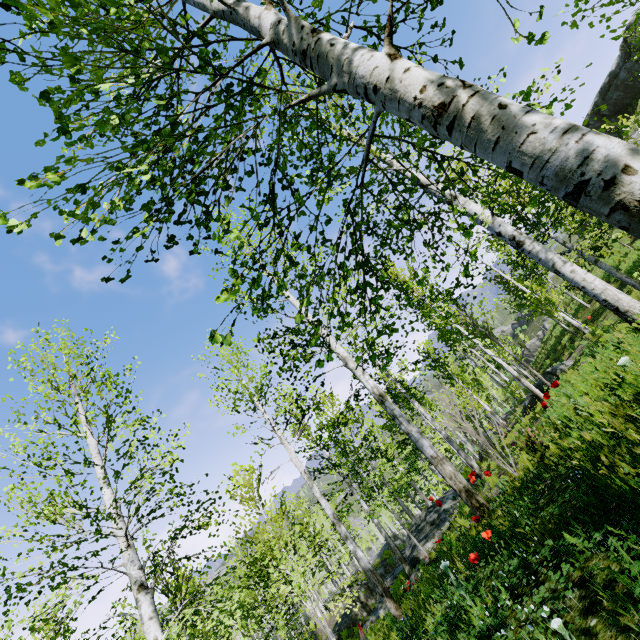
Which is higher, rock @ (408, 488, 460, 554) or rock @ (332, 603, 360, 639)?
rock @ (408, 488, 460, 554)

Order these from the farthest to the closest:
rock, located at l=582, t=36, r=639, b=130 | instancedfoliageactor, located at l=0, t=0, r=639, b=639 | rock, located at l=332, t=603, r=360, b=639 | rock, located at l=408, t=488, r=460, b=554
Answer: rock, located at l=582, t=36, r=639, b=130
rock, located at l=332, t=603, r=360, b=639
rock, located at l=408, t=488, r=460, b=554
instancedfoliageactor, located at l=0, t=0, r=639, b=639

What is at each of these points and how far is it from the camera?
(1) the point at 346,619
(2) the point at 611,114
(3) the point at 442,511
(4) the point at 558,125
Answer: (1) rock, 20.0m
(2) rock, 31.1m
(3) rock, 12.9m
(4) instancedfoliageactor, 1.2m

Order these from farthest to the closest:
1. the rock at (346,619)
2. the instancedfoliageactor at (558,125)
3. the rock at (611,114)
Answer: the rock at (611,114), the rock at (346,619), the instancedfoliageactor at (558,125)

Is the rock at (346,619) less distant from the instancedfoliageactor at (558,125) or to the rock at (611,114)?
the instancedfoliageactor at (558,125)

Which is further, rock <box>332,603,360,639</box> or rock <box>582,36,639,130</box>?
rock <box>582,36,639,130</box>

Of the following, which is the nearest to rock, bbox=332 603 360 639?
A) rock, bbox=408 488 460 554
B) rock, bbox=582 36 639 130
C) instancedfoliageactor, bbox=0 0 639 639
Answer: rock, bbox=408 488 460 554

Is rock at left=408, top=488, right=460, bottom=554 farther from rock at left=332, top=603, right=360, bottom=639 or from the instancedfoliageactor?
rock at left=332, top=603, right=360, bottom=639
